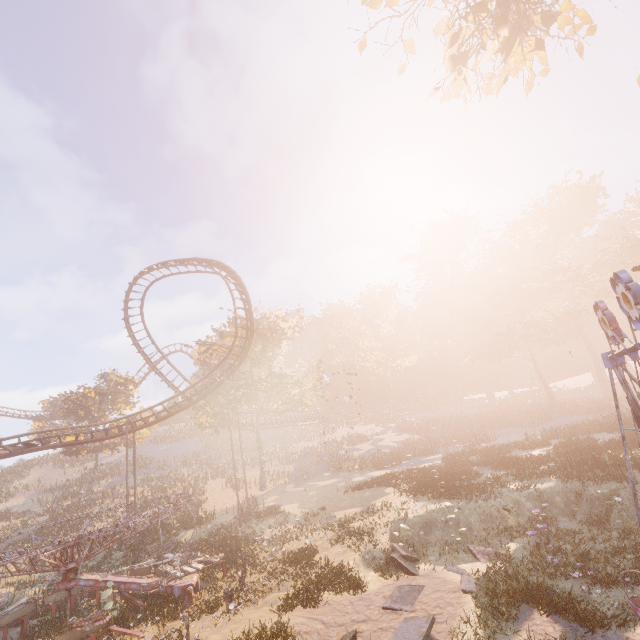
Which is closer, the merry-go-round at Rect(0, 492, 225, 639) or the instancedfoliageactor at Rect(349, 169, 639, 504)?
the merry-go-round at Rect(0, 492, 225, 639)

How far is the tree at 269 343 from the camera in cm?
3384

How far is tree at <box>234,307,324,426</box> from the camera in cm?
3384

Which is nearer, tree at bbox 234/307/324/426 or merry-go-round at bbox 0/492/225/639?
merry-go-round at bbox 0/492/225/639

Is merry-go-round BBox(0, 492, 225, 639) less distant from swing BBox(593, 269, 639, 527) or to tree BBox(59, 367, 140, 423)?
swing BBox(593, 269, 639, 527)

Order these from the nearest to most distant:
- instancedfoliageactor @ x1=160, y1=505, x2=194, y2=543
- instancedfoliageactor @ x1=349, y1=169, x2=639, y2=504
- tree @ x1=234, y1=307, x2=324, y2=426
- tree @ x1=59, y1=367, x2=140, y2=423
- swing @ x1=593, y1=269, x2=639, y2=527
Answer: swing @ x1=593, y1=269, x2=639, y2=527 < instancedfoliageactor @ x1=349, y1=169, x2=639, y2=504 < instancedfoliageactor @ x1=160, y1=505, x2=194, y2=543 < tree @ x1=234, y1=307, x2=324, y2=426 < tree @ x1=59, y1=367, x2=140, y2=423

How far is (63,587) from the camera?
13.3m

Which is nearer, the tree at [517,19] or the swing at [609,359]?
the swing at [609,359]
